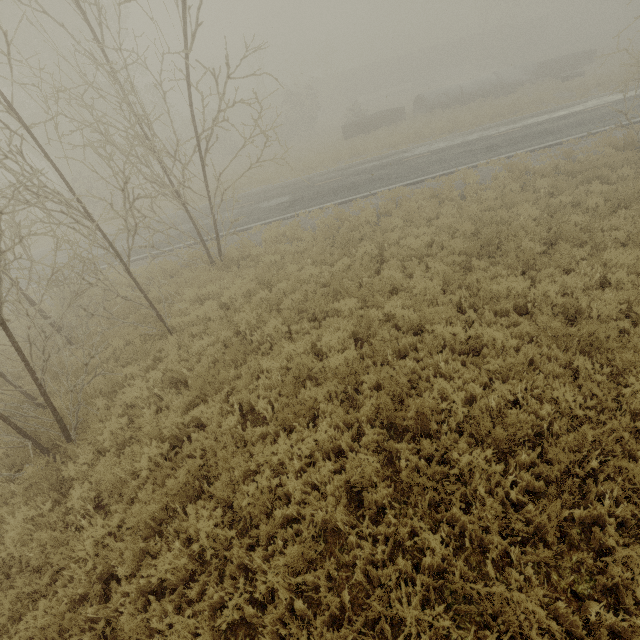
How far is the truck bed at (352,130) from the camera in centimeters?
2740cm

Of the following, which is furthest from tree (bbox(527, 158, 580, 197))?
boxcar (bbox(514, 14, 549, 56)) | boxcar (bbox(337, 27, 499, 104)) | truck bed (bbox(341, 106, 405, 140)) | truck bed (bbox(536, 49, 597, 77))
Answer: boxcar (bbox(514, 14, 549, 56))

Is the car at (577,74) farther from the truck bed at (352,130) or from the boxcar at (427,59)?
the boxcar at (427,59)

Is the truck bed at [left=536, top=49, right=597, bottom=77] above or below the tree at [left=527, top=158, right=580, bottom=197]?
above

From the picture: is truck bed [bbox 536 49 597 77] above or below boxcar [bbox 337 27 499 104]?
below

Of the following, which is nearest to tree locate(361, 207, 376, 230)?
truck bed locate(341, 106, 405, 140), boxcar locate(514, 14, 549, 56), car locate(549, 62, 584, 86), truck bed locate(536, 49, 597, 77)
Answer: truck bed locate(341, 106, 405, 140)

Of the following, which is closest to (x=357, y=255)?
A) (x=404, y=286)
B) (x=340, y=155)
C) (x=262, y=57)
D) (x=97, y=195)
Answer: (x=404, y=286)

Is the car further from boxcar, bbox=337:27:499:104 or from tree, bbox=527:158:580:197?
boxcar, bbox=337:27:499:104
